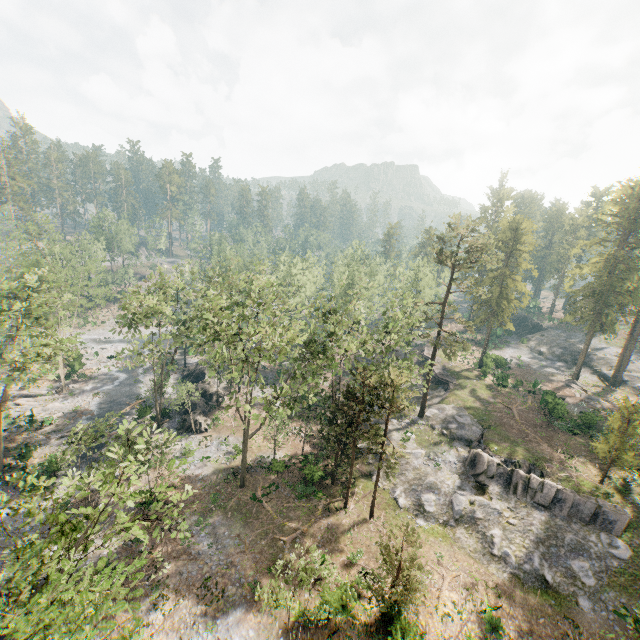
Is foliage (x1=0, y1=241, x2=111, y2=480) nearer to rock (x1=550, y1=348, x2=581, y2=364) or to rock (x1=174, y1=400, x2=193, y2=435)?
rock (x1=550, y1=348, x2=581, y2=364)

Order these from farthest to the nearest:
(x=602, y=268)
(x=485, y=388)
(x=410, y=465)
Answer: (x=602, y=268), (x=485, y=388), (x=410, y=465)

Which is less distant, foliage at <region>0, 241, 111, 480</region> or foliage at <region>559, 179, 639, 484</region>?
foliage at <region>0, 241, 111, 480</region>

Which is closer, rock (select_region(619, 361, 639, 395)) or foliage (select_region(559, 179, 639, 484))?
foliage (select_region(559, 179, 639, 484))

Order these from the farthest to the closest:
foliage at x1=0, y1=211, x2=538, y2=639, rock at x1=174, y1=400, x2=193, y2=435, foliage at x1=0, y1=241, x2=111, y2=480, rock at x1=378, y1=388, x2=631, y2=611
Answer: rock at x1=174, y1=400, x2=193, y2=435
foliage at x1=0, y1=241, x2=111, y2=480
rock at x1=378, y1=388, x2=631, y2=611
foliage at x1=0, y1=211, x2=538, y2=639

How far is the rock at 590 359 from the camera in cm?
5291

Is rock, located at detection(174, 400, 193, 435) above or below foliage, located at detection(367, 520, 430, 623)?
below

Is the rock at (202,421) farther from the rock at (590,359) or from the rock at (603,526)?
the rock at (590,359)
